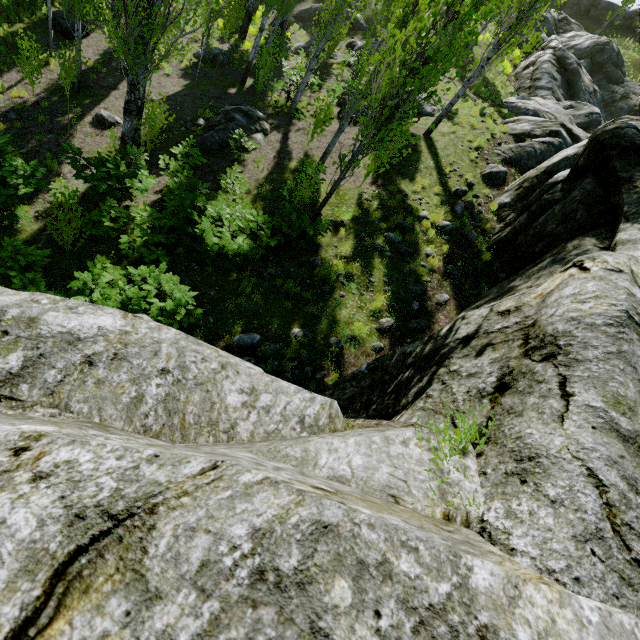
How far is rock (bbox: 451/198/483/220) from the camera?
10.2 meters

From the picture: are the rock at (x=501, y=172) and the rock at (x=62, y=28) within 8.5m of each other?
no

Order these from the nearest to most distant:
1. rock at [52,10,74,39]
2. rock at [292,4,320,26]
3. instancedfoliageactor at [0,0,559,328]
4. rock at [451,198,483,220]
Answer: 1. instancedfoliageactor at [0,0,559,328]
2. rock at [451,198,483,220]
3. rock at [52,10,74,39]
4. rock at [292,4,320,26]

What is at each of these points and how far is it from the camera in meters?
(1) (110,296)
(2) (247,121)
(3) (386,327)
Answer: (1) instancedfoliageactor, 5.9 m
(2) rock, 12.7 m
(3) rock, 7.5 m

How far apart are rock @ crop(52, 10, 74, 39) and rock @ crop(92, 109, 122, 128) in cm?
735

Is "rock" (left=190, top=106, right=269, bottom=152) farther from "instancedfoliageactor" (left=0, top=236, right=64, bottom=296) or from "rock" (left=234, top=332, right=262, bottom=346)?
"rock" (left=234, top=332, right=262, bottom=346)

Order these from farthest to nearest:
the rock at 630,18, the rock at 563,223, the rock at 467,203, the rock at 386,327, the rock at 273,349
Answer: the rock at 630,18
the rock at 467,203
the rock at 386,327
the rock at 273,349
the rock at 563,223

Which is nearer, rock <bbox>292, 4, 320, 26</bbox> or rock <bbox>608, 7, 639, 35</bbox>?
rock <bbox>292, 4, 320, 26</bbox>
